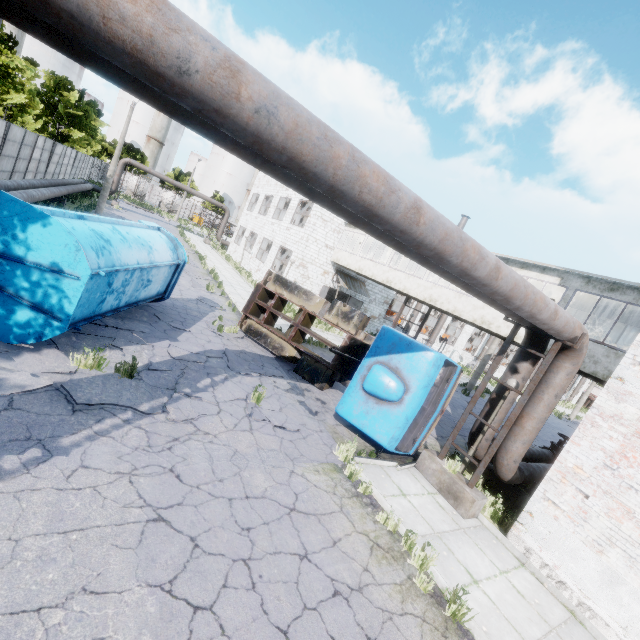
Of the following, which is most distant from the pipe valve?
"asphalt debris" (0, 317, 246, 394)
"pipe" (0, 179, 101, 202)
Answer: "pipe" (0, 179, 101, 202)

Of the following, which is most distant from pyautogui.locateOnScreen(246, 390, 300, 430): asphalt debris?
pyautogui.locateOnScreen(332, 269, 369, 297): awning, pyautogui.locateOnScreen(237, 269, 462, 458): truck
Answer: pyautogui.locateOnScreen(332, 269, 369, 297): awning

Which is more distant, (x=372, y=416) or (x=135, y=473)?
(x=372, y=416)

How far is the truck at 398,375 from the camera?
8.1m

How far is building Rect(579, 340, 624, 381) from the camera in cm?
996

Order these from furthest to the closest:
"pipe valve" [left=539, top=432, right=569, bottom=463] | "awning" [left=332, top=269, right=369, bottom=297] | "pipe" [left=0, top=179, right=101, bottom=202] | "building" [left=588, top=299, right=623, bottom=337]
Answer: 1. "awning" [left=332, top=269, right=369, bottom=297]
2. "pipe" [left=0, top=179, right=101, bottom=202]
3. "building" [left=588, top=299, right=623, bottom=337]
4. "pipe valve" [left=539, top=432, right=569, bottom=463]

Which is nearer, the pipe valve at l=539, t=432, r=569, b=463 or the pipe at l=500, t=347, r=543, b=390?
the pipe at l=500, t=347, r=543, b=390

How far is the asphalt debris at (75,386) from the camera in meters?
5.9
